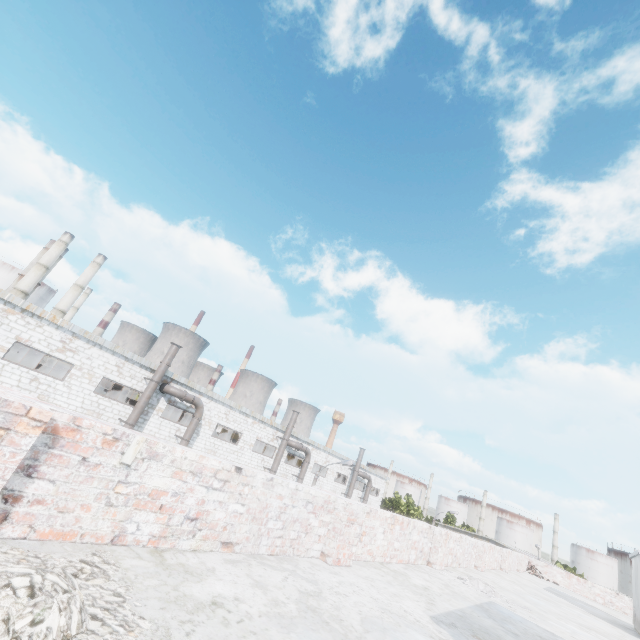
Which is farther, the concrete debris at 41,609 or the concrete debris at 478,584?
the concrete debris at 478,584

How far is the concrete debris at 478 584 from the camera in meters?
6.8 m

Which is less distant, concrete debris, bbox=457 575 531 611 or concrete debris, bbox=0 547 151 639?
concrete debris, bbox=0 547 151 639

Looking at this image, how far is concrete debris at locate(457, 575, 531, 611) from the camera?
6.8m

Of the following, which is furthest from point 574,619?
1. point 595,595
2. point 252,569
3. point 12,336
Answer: point 12,336
